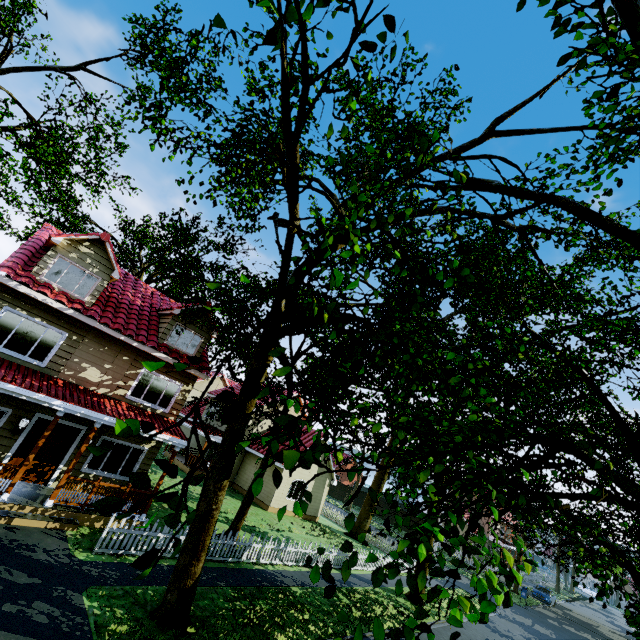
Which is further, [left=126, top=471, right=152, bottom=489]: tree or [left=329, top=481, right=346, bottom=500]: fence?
[left=329, top=481, right=346, bottom=500]: fence

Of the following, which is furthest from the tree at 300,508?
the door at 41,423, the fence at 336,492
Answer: the door at 41,423

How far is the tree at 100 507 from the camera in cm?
205

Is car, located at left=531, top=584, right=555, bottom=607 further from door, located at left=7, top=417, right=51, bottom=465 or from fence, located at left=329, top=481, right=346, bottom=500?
door, located at left=7, top=417, right=51, bottom=465

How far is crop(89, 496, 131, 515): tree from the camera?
2.0m

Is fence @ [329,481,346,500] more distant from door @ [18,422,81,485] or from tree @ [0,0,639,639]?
door @ [18,422,81,485]

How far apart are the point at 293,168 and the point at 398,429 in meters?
4.9 m

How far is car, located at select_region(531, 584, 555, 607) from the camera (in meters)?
33.34
